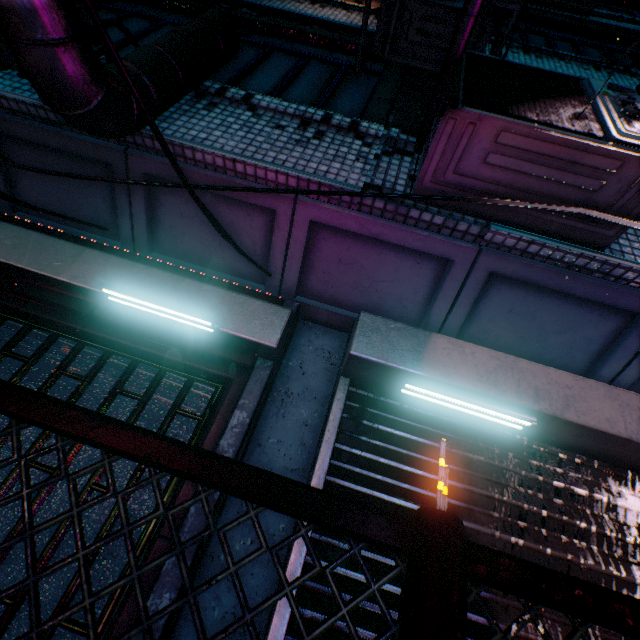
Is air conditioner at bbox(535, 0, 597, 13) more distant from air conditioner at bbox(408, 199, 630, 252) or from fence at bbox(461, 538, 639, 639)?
fence at bbox(461, 538, 639, 639)

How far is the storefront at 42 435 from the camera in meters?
1.7 m

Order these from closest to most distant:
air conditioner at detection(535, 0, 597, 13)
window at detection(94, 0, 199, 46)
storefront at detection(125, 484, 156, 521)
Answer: storefront at detection(125, 484, 156, 521)
window at detection(94, 0, 199, 46)
air conditioner at detection(535, 0, 597, 13)

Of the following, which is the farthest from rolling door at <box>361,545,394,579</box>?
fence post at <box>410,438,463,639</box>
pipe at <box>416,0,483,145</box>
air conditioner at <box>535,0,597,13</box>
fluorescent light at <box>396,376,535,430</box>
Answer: air conditioner at <box>535,0,597,13</box>

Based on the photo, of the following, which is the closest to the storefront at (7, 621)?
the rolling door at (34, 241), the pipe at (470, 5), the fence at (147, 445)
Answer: the rolling door at (34, 241)

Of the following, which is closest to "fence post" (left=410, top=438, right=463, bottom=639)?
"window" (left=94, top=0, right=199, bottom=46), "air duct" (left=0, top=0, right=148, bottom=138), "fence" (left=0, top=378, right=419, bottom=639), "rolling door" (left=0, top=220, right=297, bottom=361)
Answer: "fence" (left=0, top=378, right=419, bottom=639)

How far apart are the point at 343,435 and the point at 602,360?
1.9 meters

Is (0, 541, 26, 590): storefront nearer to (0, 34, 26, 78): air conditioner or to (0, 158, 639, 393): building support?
(0, 158, 639, 393): building support
